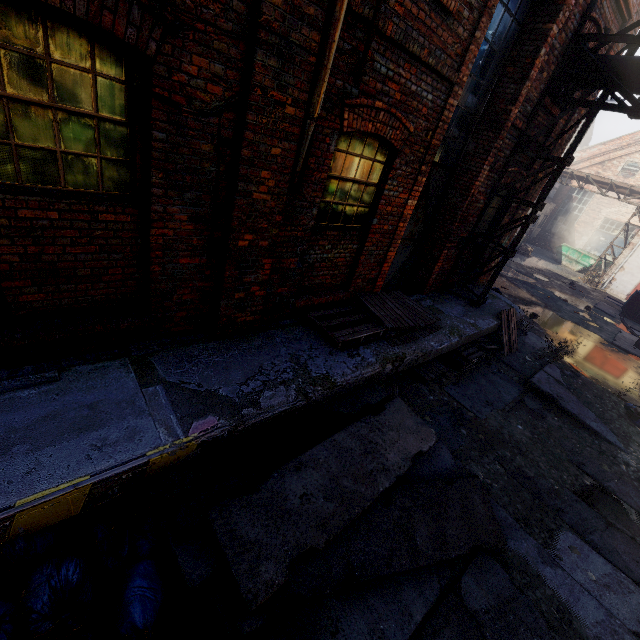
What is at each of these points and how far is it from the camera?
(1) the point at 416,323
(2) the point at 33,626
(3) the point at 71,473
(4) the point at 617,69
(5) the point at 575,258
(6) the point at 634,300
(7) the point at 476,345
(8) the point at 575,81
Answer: (1) pallet, 6.0 meters
(2) trash bag, 2.1 meters
(3) building, 2.5 meters
(4) pipe, 5.8 meters
(5) container, 24.4 meters
(6) trash container, 16.0 meters
(7) pallet, 7.6 meters
(8) pipe, 6.4 meters

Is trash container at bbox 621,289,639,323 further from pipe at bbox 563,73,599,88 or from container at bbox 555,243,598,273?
pipe at bbox 563,73,599,88

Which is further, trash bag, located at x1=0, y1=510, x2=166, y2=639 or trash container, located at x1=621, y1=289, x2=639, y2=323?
trash container, located at x1=621, y1=289, x2=639, y2=323

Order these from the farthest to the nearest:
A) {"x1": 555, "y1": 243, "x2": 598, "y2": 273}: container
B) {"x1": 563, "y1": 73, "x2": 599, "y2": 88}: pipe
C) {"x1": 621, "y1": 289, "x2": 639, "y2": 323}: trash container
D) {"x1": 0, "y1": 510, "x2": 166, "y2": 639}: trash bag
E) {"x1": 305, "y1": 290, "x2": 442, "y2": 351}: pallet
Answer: {"x1": 555, "y1": 243, "x2": 598, "y2": 273}: container < {"x1": 621, "y1": 289, "x2": 639, "y2": 323}: trash container < {"x1": 563, "y1": 73, "x2": 599, "y2": 88}: pipe < {"x1": 305, "y1": 290, "x2": 442, "y2": 351}: pallet < {"x1": 0, "y1": 510, "x2": 166, "y2": 639}: trash bag

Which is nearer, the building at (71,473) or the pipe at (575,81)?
the building at (71,473)

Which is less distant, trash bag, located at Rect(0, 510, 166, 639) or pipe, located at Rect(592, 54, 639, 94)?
trash bag, located at Rect(0, 510, 166, 639)

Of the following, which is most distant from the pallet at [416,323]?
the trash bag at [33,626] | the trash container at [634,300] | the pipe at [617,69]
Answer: the trash container at [634,300]

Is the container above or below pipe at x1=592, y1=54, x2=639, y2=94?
below
